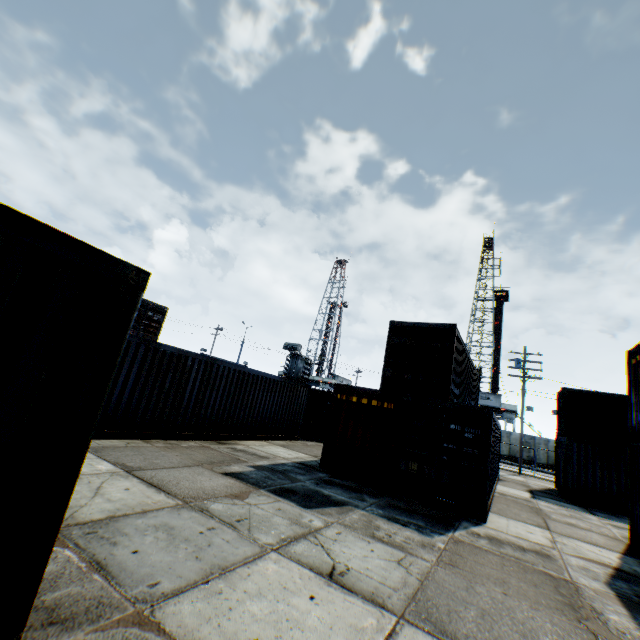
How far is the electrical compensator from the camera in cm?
3199

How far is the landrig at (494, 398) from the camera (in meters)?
43.56

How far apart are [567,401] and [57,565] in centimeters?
2386cm

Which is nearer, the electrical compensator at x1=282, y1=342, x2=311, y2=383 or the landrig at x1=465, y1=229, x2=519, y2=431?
the electrical compensator at x1=282, y1=342, x2=311, y2=383

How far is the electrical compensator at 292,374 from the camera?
31.99m

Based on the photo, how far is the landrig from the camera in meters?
43.6 m
